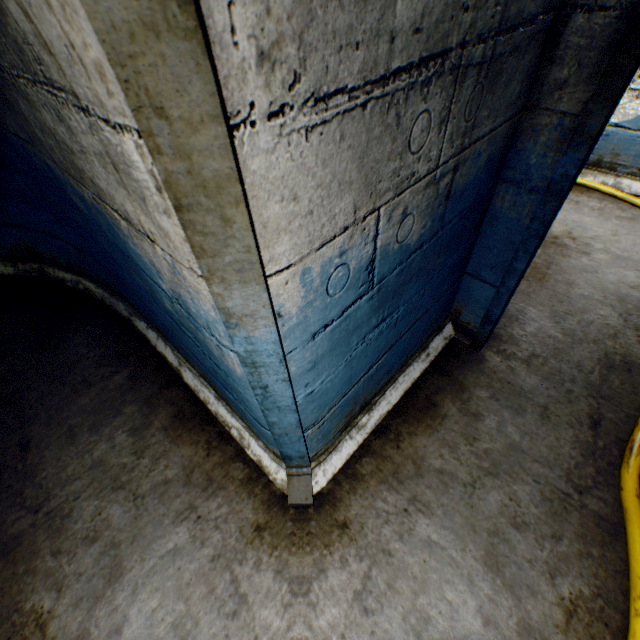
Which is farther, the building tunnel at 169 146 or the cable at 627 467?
the cable at 627 467

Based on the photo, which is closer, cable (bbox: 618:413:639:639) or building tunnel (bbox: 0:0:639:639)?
building tunnel (bbox: 0:0:639:639)

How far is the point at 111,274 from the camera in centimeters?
245cm
